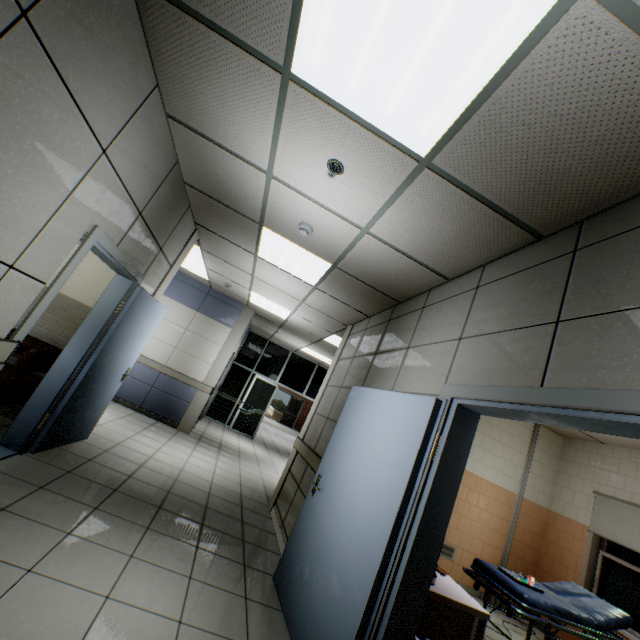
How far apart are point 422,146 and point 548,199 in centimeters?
82cm

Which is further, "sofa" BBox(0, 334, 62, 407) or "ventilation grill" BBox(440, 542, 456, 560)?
"ventilation grill" BBox(440, 542, 456, 560)

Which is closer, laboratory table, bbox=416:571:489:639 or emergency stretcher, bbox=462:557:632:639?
laboratory table, bbox=416:571:489:639

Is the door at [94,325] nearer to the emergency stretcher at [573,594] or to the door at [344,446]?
the door at [344,446]

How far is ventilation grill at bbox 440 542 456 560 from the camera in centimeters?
Result: 552cm

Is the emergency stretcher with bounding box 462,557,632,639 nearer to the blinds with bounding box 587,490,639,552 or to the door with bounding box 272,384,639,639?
the blinds with bounding box 587,490,639,552

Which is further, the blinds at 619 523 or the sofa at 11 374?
the blinds at 619 523

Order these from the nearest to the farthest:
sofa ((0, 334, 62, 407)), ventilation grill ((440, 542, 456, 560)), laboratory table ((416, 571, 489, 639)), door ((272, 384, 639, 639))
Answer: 1. door ((272, 384, 639, 639))
2. laboratory table ((416, 571, 489, 639))
3. sofa ((0, 334, 62, 407))
4. ventilation grill ((440, 542, 456, 560))
